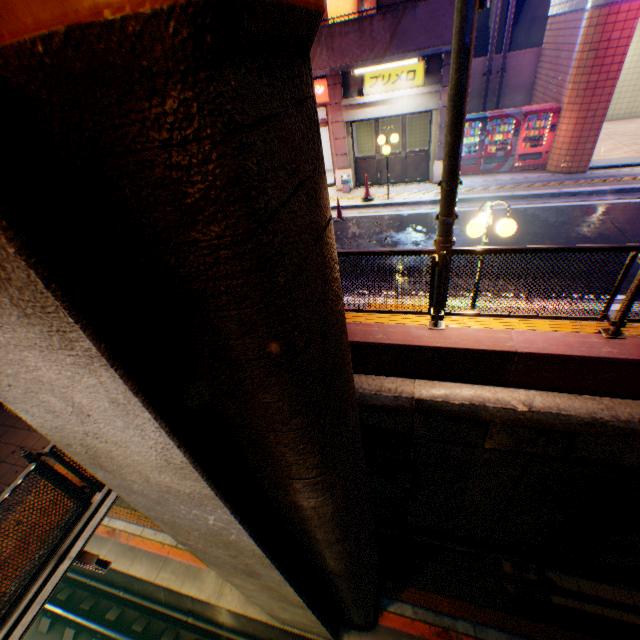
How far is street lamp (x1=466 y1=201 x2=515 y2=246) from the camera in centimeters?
510cm

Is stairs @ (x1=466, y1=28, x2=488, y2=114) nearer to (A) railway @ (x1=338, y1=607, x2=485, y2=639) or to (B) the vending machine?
(B) the vending machine

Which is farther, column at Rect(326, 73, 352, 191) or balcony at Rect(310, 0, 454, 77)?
column at Rect(326, 73, 352, 191)

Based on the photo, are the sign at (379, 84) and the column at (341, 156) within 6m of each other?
yes

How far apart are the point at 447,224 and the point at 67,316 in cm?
411

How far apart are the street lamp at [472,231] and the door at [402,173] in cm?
803

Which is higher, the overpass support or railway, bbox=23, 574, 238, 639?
the overpass support

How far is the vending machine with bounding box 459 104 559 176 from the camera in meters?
11.4
